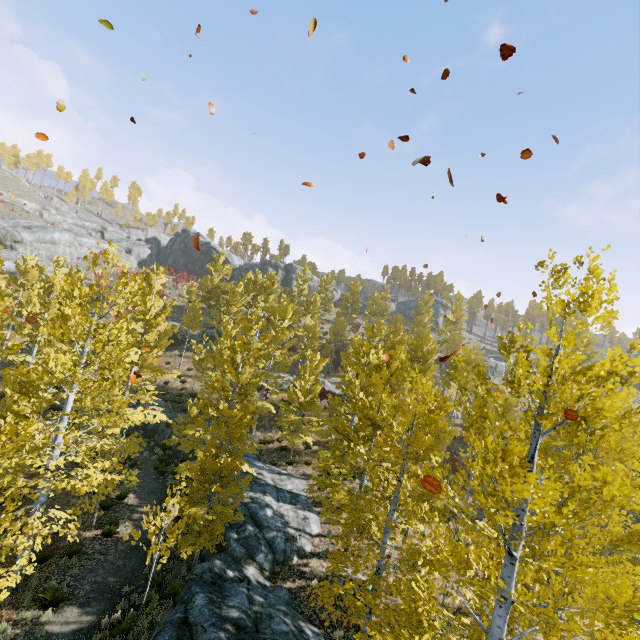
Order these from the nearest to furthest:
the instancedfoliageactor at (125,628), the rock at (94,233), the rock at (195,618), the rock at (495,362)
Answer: the rock at (195,618)
the instancedfoliageactor at (125,628)
the rock at (94,233)
the rock at (495,362)

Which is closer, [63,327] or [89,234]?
[63,327]

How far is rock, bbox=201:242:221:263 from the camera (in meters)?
59.12

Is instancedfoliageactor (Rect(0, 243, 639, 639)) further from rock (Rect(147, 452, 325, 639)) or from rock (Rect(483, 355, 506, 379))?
rock (Rect(483, 355, 506, 379))

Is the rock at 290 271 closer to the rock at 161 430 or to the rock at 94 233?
the rock at 94 233

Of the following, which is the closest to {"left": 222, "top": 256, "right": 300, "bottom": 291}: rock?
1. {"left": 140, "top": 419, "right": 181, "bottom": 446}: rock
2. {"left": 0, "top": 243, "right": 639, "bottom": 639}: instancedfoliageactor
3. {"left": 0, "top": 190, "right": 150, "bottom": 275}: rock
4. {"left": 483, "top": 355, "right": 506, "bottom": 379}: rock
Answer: {"left": 0, "top": 243, "right": 639, "bottom": 639}: instancedfoliageactor

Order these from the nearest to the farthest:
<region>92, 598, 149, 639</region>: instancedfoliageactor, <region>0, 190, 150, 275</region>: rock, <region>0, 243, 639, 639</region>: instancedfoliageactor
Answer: <region>0, 243, 639, 639</region>: instancedfoliageactor, <region>92, 598, 149, 639</region>: instancedfoliageactor, <region>0, 190, 150, 275</region>: rock

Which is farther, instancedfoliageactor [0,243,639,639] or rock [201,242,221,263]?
rock [201,242,221,263]
